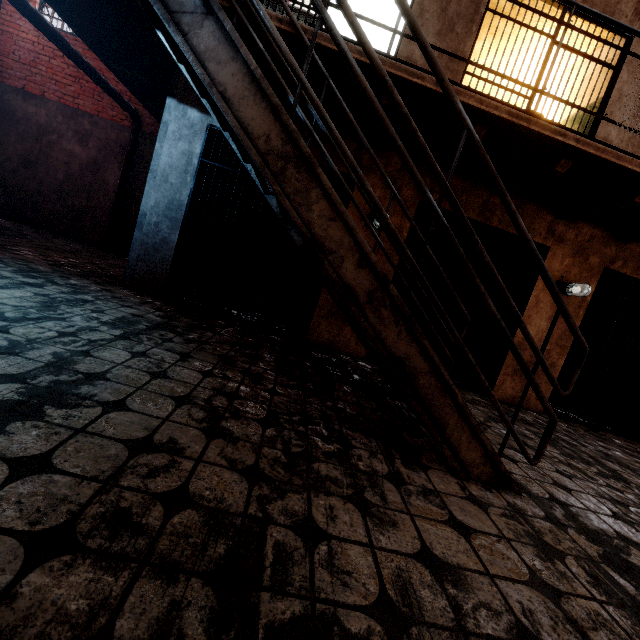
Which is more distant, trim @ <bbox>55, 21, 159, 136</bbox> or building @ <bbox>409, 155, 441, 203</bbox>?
trim @ <bbox>55, 21, 159, 136</bbox>

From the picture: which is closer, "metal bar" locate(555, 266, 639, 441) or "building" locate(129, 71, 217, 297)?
"building" locate(129, 71, 217, 297)

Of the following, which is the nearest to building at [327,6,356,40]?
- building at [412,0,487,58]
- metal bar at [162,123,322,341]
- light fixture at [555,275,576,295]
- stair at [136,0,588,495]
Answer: building at [412,0,487,58]

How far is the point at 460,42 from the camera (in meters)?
4.22

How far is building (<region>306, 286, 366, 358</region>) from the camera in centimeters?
461cm

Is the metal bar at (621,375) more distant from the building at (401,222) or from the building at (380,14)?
the building at (380,14)

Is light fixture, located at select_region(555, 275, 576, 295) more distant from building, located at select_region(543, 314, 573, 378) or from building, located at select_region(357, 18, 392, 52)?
building, located at select_region(357, 18, 392, 52)

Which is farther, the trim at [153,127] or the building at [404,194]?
the trim at [153,127]
